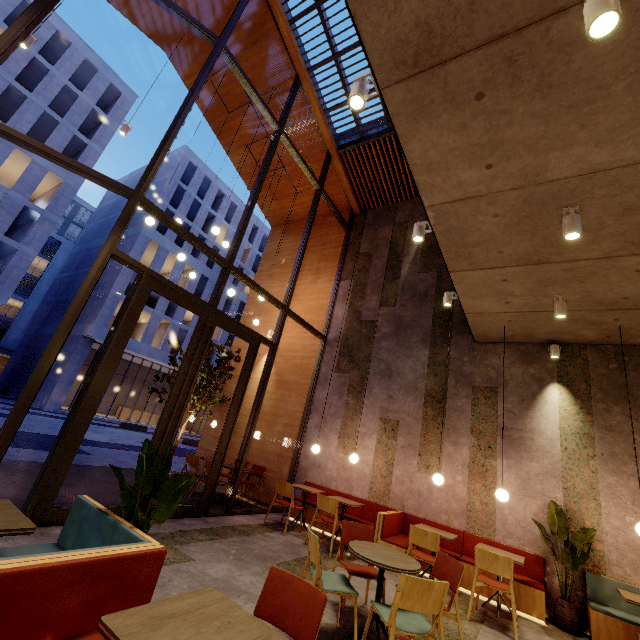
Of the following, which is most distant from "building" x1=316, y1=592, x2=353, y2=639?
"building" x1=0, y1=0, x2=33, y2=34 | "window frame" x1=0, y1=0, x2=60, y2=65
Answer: "building" x1=0, y1=0, x2=33, y2=34

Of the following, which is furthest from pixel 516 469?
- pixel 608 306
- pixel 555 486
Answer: pixel 608 306

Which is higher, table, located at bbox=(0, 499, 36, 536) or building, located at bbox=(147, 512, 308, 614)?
table, located at bbox=(0, 499, 36, 536)

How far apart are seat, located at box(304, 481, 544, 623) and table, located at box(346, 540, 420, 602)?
2.1 meters

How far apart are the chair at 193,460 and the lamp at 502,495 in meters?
6.0

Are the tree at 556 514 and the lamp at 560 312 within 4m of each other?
yes

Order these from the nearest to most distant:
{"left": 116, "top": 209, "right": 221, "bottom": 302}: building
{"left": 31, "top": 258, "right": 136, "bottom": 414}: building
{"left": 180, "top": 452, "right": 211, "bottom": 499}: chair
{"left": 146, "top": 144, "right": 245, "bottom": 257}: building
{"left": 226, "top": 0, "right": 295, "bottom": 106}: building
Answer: {"left": 180, "top": 452, "right": 211, "bottom": 499}: chair < {"left": 226, "top": 0, "right": 295, "bottom": 106}: building < {"left": 31, "top": 258, "right": 136, "bottom": 414}: building < {"left": 116, "top": 209, "right": 221, "bottom": 302}: building < {"left": 146, "top": 144, "right": 245, "bottom": 257}: building

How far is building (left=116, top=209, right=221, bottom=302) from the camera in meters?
29.0
